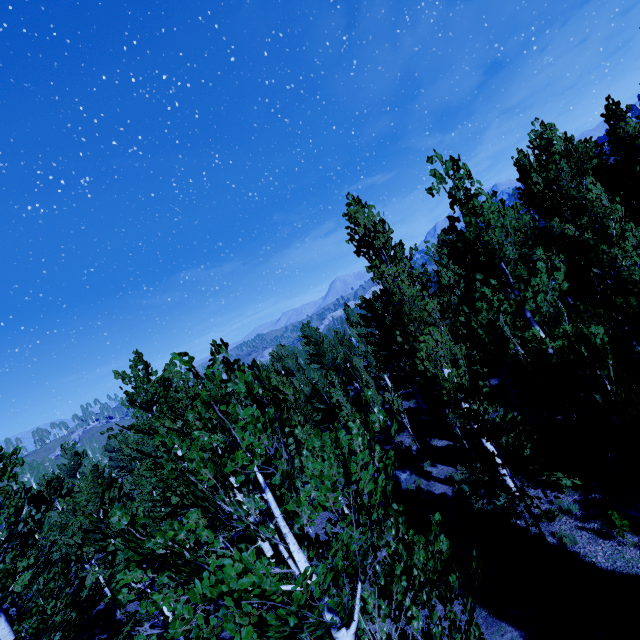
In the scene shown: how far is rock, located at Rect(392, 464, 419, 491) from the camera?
16.7m

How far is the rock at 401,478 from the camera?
16.7m

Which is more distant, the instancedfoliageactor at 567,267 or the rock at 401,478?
the rock at 401,478

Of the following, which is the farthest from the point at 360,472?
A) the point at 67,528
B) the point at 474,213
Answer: the point at 67,528

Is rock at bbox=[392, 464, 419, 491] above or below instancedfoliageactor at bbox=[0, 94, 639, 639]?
below

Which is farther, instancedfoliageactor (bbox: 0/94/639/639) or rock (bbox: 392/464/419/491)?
rock (bbox: 392/464/419/491)
